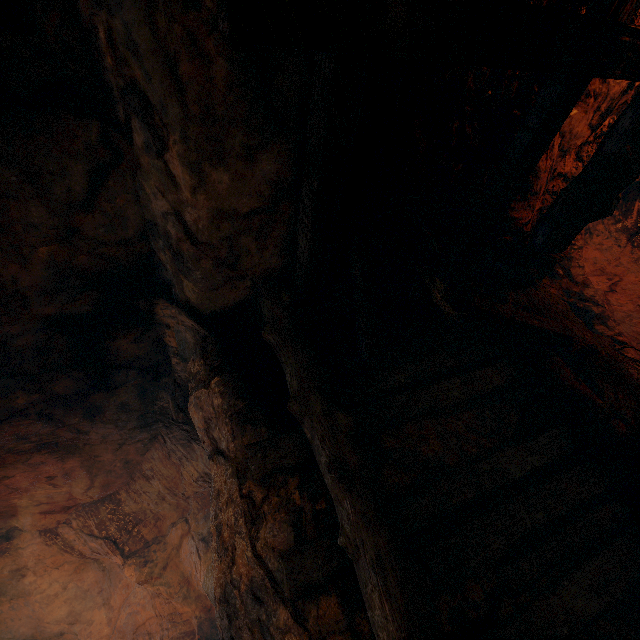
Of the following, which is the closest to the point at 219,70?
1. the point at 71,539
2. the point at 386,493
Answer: the point at 386,493
